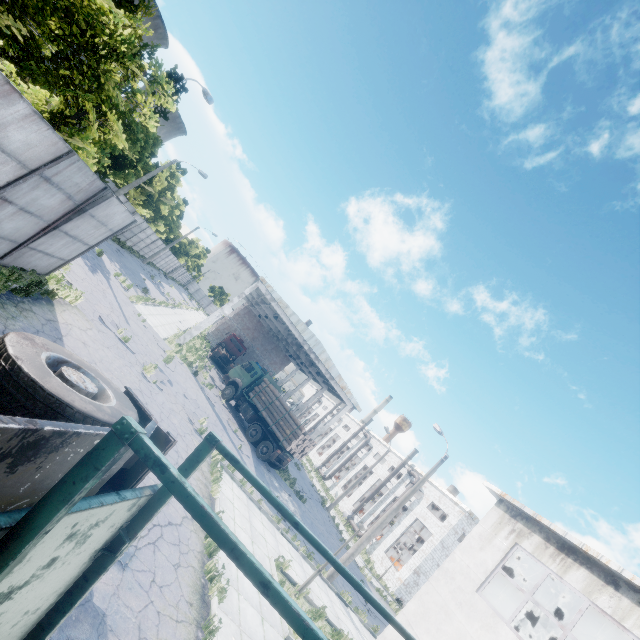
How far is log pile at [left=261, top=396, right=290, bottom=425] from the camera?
22.9 meters

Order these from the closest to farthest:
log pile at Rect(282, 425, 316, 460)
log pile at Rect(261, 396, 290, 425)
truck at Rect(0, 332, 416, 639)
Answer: truck at Rect(0, 332, 416, 639) < log pile at Rect(282, 425, 316, 460) < log pile at Rect(261, 396, 290, 425)

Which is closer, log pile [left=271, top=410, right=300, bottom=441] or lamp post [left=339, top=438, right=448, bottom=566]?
lamp post [left=339, top=438, right=448, bottom=566]

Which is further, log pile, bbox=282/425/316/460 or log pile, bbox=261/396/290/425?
log pile, bbox=261/396/290/425

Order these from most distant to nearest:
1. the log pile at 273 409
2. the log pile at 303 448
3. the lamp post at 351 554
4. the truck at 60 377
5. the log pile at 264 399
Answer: the log pile at 264 399 → the log pile at 273 409 → the log pile at 303 448 → the lamp post at 351 554 → the truck at 60 377

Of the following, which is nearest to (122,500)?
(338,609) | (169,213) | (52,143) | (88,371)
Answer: (88,371)

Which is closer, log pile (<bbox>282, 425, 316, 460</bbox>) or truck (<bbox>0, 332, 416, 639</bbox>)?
truck (<bbox>0, 332, 416, 639</bbox>)

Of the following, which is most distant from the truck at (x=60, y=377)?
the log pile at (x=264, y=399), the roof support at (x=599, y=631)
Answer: the log pile at (x=264, y=399)
